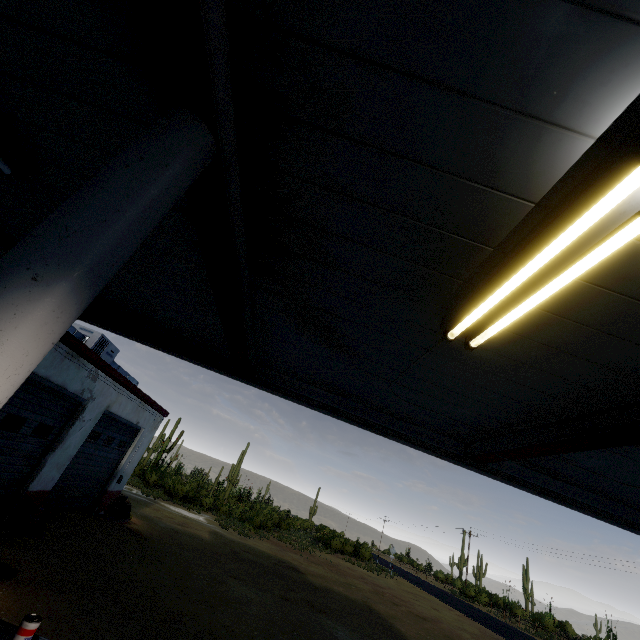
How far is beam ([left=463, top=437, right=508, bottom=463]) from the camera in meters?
4.3 m

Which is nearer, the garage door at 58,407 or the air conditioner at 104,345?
the garage door at 58,407

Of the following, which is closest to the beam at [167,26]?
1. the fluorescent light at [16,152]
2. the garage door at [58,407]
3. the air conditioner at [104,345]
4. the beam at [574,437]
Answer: the fluorescent light at [16,152]

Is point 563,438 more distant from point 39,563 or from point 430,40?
point 39,563

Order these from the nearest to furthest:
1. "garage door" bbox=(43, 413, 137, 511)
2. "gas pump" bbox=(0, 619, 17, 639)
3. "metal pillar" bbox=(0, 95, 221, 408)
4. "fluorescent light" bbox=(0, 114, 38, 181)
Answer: "metal pillar" bbox=(0, 95, 221, 408)
"gas pump" bbox=(0, 619, 17, 639)
"fluorescent light" bbox=(0, 114, 38, 181)
"garage door" bbox=(43, 413, 137, 511)

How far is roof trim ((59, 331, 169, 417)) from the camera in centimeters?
755cm

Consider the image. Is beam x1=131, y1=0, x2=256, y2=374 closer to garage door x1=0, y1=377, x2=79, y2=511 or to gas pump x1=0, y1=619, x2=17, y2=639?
gas pump x1=0, y1=619, x2=17, y2=639

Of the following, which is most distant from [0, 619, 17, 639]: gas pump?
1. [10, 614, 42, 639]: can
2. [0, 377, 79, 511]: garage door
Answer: [0, 377, 79, 511]: garage door
